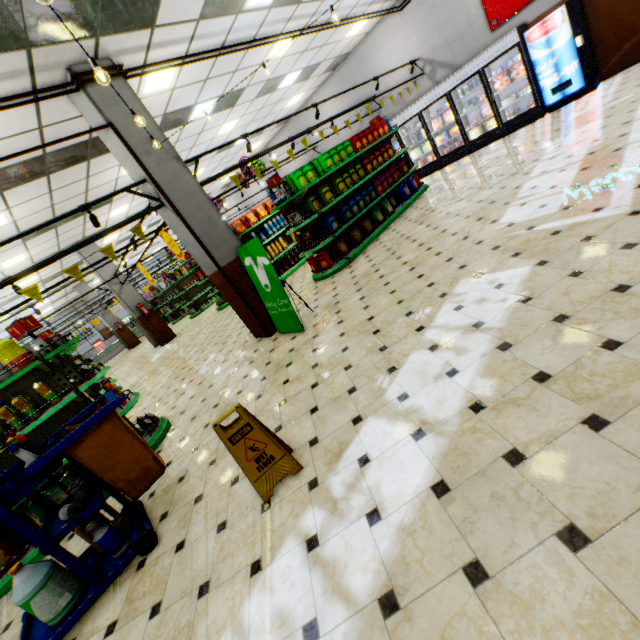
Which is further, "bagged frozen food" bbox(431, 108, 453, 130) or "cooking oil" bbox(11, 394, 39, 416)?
"bagged frozen food" bbox(431, 108, 453, 130)

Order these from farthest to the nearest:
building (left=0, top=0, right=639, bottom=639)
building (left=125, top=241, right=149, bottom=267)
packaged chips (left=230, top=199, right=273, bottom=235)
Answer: building (left=125, top=241, right=149, bottom=267) → packaged chips (left=230, top=199, right=273, bottom=235) → building (left=0, top=0, right=639, bottom=639)

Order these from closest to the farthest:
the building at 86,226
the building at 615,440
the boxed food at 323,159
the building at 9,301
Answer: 1. the building at 615,440
2. the boxed food at 323,159
3. the building at 86,226
4. the building at 9,301

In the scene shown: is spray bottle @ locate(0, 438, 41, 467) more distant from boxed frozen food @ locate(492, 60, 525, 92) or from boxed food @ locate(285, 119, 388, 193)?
boxed frozen food @ locate(492, 60, 525, 92)

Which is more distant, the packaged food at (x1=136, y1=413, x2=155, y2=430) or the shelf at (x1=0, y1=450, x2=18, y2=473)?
the packaged food at (x1=136, y1=413, x2=155, y2=430)

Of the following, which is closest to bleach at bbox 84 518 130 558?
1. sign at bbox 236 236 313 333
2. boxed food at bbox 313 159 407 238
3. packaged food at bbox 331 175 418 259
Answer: sign at bbox 236 236 313 333

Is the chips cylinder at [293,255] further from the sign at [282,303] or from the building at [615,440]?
the sign at [282,303]

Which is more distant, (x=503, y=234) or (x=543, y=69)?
(x=543, y=69)
